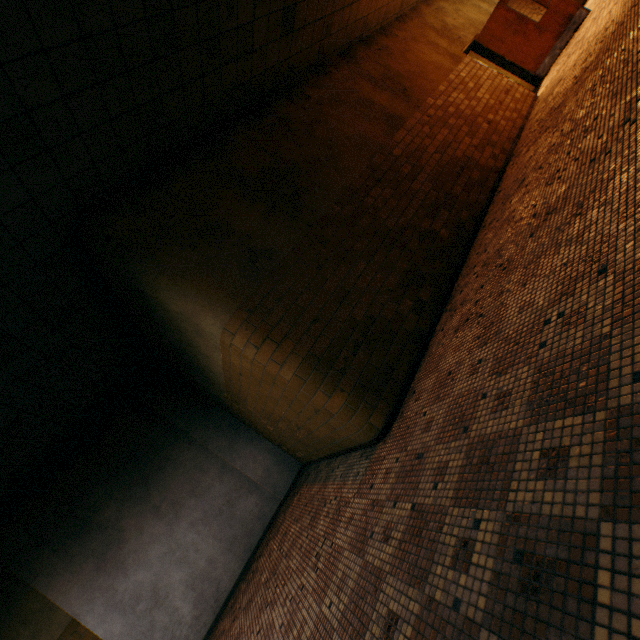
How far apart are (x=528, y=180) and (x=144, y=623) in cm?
872
